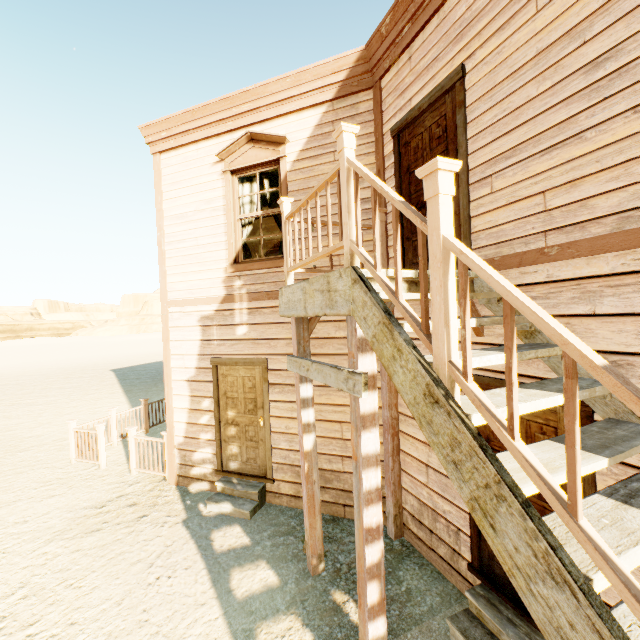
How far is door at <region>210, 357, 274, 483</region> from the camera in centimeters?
559cm

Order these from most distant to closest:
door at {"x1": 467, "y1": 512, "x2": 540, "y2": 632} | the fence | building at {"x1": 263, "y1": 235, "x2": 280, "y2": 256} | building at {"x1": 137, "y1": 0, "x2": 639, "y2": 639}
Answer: building at {"x1": 263, "y1": 235, "x2": 280, "y2": 256}
the fence
door at {"x1": 467, "y1": 512, "x2": 540, "y2": 632}
building at {"x1": 137, "y1": 0, "x2": 639, "y2": 639}

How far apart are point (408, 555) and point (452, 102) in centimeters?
557cm

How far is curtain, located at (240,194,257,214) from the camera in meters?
5.9 m

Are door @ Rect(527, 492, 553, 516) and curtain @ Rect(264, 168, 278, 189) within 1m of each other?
no

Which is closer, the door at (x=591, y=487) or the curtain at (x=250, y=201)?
the door at (x=591, y=487)

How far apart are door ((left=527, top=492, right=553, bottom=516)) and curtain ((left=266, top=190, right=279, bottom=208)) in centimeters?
342cm

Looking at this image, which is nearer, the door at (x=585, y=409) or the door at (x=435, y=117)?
the door at (x=585, y=409)
